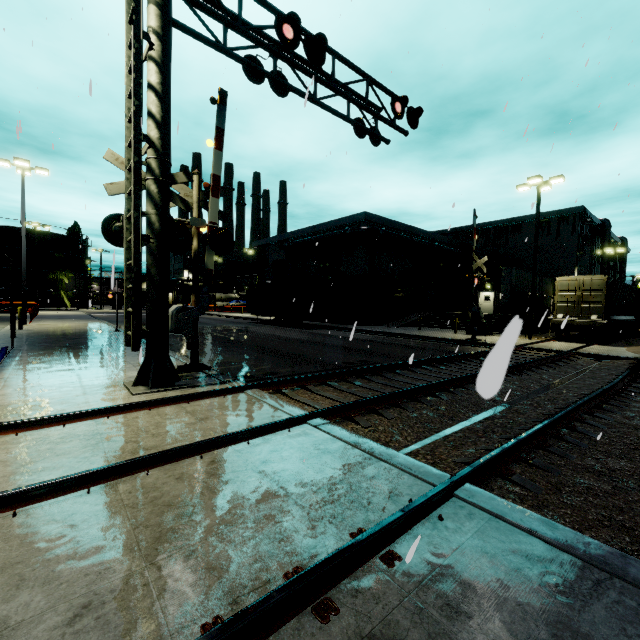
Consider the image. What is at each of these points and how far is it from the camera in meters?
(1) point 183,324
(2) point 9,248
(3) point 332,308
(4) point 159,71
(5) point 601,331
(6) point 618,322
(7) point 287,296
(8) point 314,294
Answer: (1) railroad crossing gate, 8.0 m
(2) silo, 47.4 m
(3) roll-up door, 35.3 m
(4) railroad crossing overhang, 6.2 m
(5) bogie, 19.2 m
(6) flatcar, 21.6 m
(7) cargo container, 28.7 m
(8) cargo container door, 27.1 m

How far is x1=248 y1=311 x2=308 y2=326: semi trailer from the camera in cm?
2917

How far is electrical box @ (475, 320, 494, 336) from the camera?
22.3 meters

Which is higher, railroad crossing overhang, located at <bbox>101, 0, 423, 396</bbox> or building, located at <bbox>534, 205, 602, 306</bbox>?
building, located at <bbox>534, 205, 602, 306</bbox>

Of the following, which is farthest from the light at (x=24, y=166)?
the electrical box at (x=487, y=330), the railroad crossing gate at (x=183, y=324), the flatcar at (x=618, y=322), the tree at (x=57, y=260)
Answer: the electrical box at (x=487, y=330)

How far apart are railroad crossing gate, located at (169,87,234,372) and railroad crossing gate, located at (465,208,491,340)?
13.6m

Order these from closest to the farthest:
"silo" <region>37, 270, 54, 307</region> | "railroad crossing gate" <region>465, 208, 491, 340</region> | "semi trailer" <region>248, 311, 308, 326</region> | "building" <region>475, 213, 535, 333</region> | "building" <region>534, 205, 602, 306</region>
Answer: "railroad crossing gate" <region>465, 208, 491, 340</region>
"semi trailer" <region>248, 311, 308, 326</region>
"building" <region>475, 213, 535, 333</region>
"building" <region>534, 205, 602, 306</region>
"silo" <region>37, 270, 54, 307</region>

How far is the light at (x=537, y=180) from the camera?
19.1 meters
